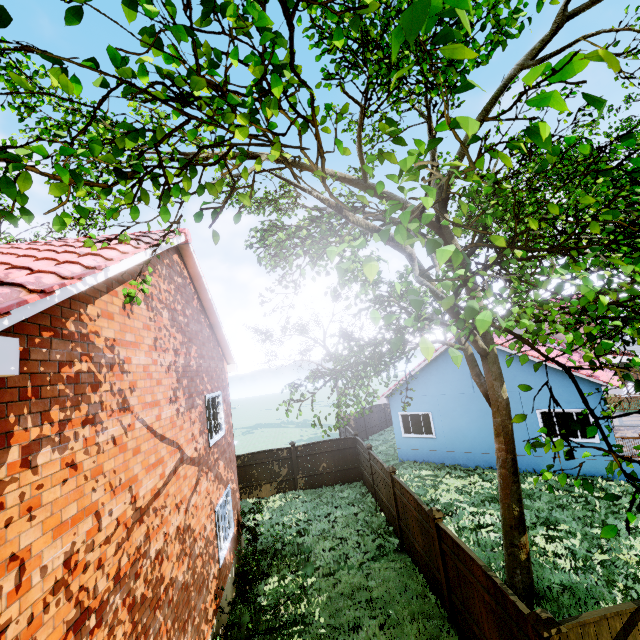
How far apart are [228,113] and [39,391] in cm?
319

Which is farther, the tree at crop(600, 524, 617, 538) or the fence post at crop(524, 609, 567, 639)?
the fence post at crop(524, 609, 567, 639)

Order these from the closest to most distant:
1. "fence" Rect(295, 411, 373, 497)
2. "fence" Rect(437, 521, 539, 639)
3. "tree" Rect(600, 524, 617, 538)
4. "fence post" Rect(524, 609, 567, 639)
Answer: "tree" Rect(600, 524, 617, 538), "fence post" Rect(524, 609, 567, 639), "fence" Rect(437, 521, 539, 639), "fence" Rect(295, 411, 373, 497)

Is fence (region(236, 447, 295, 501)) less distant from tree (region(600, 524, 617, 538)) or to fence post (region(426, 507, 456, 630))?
tree (region(600, 524, 617, 538))

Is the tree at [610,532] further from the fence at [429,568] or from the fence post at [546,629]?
the fence post at [546,629]

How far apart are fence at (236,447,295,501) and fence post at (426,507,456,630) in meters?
10.1

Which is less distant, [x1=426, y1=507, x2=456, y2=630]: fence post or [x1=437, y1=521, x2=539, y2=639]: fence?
[x1=437, y1=521, x2=539, y2=639]: fence

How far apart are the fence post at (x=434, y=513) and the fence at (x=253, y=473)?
10.1m
